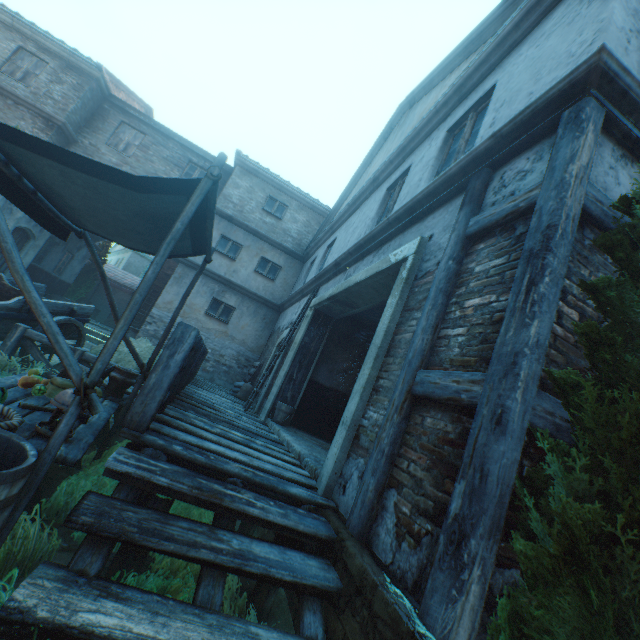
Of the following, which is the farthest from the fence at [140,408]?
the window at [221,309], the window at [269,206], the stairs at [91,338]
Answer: the window at [269,206]

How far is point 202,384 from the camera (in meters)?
9.67

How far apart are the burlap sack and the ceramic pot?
5.5m

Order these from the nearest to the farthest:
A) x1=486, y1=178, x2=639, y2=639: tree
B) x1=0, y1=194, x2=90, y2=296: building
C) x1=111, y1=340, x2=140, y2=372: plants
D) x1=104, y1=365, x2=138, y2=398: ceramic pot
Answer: x1=486, y1=178, x2=639, y2=639: tree, x1=104, y1=365, x2=138, y2=398: ceramic pot, x1=111, y1=340, x2=140, y2=372: plants, x1=0, y1=194, x2=90, y2=296: building

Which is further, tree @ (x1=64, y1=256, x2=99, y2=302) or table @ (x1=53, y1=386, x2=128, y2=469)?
tree @ (x1=64, y1=256, x2=99, y2=302)

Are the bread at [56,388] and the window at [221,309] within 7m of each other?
no

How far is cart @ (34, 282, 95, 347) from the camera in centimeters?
702cm

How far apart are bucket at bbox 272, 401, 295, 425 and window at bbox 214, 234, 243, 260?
8.0m
